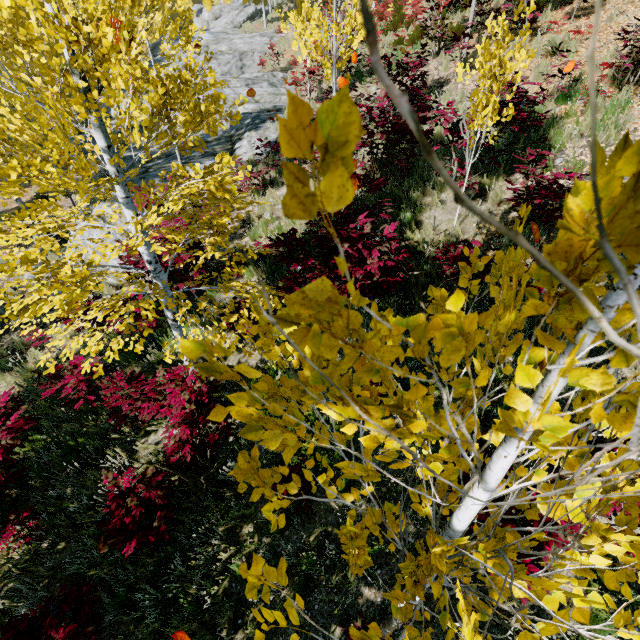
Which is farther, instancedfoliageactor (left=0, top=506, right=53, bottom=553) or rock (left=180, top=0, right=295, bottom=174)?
rock (left=180, top=0, right=295, bottom=174)

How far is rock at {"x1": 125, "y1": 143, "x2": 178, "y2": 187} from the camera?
10.6 meters

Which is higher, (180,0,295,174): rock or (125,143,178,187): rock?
(180,0,295,174): rock

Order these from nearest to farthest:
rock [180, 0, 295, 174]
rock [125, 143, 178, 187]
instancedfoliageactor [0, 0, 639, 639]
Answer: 1. instancedfoliageactor [0, 0, 639, 639]
2. rock [125, 143, 178, 187]
3. rock [180, 0, 295, 174]

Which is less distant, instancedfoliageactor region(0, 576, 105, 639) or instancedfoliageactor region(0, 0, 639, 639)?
instancedfoliageactor region(0, 0, 639, 639)

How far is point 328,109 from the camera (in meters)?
0.35

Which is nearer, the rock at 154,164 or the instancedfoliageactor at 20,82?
the instancedfoliageactor at 20,82

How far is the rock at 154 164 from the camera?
10.6 meters
